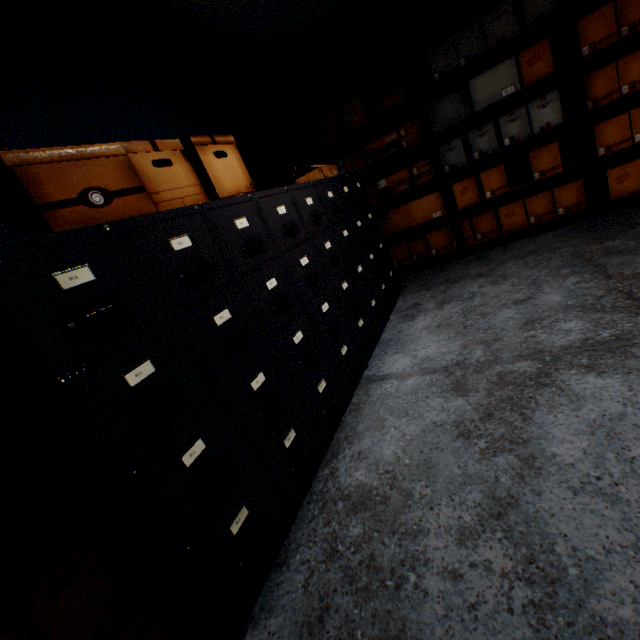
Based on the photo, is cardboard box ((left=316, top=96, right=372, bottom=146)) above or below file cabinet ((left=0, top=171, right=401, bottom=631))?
above

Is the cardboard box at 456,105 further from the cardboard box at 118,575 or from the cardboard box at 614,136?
the cardboard box at 118,575

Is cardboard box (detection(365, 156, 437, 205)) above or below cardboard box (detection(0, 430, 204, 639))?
above

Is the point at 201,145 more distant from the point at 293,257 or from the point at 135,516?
the point at 135,516

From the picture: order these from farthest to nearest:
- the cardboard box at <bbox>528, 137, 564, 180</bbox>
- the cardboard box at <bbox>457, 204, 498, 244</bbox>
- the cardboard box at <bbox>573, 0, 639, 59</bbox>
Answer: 1. the cardboard box at <bbox>457, 204, 498, 244</bbox>
2. the cardboard box at <bbox>528, 137, 564, 180</bbox>
3. the cardboard box at <bbox>573, 0, 639, 59</bbox>

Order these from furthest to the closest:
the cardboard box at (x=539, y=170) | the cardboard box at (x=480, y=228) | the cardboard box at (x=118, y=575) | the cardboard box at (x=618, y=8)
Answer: the cardboard box at (x=480, y=228) < the cardboard box at (x=539, y=170) < the cardboard box at (x=618, y=8) < the cardboard box at (x=118, y=575)

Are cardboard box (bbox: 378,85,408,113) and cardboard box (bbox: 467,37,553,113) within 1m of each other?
yes

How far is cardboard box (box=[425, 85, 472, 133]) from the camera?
3.19m
